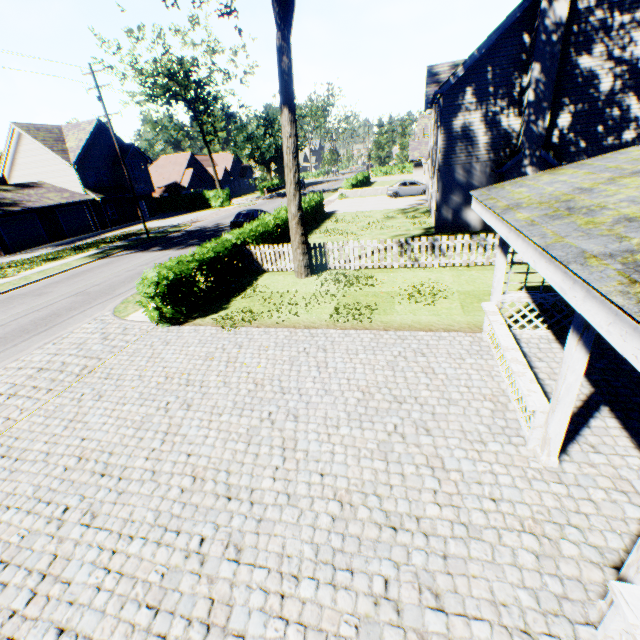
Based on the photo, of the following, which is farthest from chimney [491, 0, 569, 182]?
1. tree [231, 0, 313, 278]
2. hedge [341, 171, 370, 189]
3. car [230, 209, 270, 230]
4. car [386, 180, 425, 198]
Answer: hedge [341, 171, 370, 189]

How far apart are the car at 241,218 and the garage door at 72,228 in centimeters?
2083cm

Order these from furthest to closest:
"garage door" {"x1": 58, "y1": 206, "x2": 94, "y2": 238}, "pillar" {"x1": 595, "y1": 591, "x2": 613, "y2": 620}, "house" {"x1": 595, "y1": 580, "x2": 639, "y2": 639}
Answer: "garage door" {"x1": 58, "y1": 206, "x2": 94, "y2": 238}, "pillar" {"x1": 595, "y1": 591, "x2": 613, "y2": 620}, "house" {"x1": 595, "y1": 580, "x2": 639, "y2": 639}

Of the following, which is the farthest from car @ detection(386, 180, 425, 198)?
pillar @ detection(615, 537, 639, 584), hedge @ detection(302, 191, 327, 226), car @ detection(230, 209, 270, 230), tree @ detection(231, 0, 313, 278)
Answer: pillar @ detection(615, 537, 639, 584)

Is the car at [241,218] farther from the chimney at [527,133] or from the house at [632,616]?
the house at [632,616]

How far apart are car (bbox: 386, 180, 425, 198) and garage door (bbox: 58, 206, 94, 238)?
32.7 meters

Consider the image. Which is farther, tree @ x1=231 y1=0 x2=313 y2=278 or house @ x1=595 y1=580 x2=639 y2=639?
tree @ x1=231 y1=0 x2=313 y2=278

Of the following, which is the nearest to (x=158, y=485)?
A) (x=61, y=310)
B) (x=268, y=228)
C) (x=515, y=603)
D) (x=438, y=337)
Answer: (x=515, y=603)
